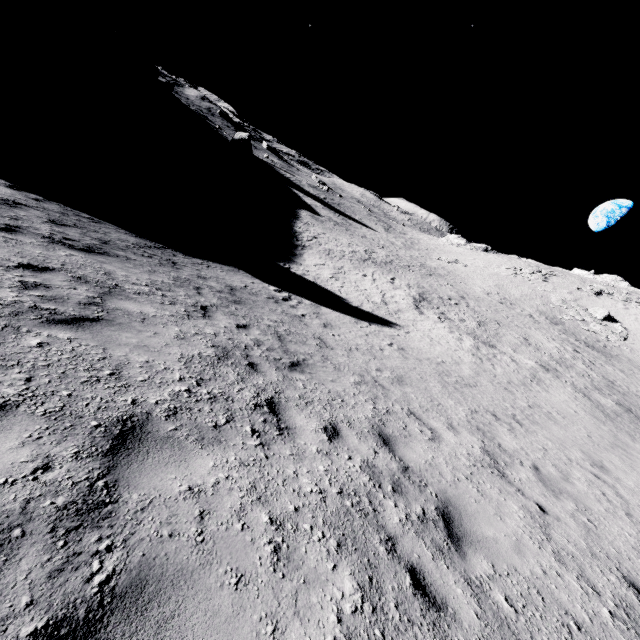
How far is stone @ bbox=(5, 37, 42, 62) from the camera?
38.2 meters

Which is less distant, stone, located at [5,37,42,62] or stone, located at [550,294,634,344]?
stone, located at [550,294,634,344]

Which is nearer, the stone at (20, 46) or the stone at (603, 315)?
the stone at (603, 315)

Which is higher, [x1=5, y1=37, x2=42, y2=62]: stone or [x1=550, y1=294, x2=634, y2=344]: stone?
[x1=550, y1=294, x2=634, y2=344]: stone

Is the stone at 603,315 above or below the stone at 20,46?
above

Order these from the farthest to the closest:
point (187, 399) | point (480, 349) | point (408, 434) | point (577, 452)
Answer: point (480, 349) → point (577, 452) → point (408, 434) → point (187, 399)

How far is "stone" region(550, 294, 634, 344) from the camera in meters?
36.7 m
